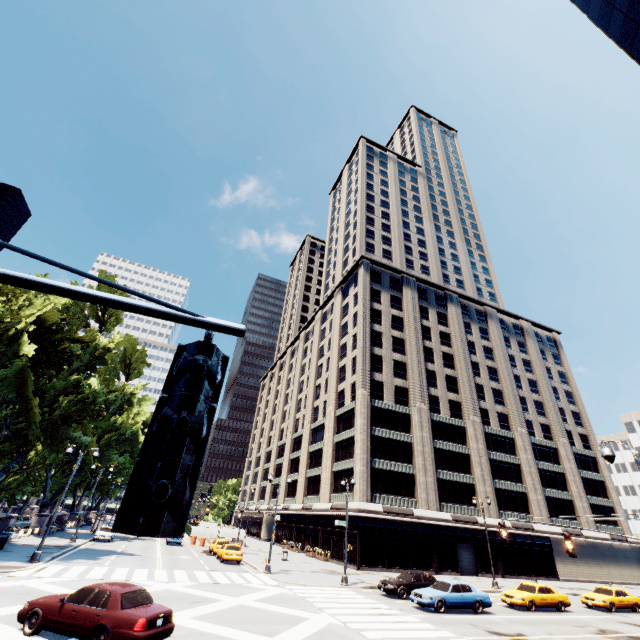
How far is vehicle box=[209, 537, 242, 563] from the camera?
29.94m

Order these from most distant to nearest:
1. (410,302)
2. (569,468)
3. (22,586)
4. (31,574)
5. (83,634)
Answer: (410,302) < (569,468) < (31,574) < (22,586) < (83,634)

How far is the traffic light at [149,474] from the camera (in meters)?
1.31

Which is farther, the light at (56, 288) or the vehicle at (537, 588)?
the vehicle at (537, 588)

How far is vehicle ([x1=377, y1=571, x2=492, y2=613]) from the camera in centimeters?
1914cm

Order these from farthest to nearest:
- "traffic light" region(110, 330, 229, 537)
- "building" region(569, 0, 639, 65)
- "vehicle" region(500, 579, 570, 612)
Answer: "vehicle" region(500, 579, 570, 612)
"building" region(569, 0, 639, 65)
"traffic light" region(110, 330, 229, 537)

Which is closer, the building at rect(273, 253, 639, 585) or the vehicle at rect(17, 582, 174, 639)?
the vehicle at rect(17, 582, 174, 639)

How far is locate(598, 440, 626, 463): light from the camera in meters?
12.4
